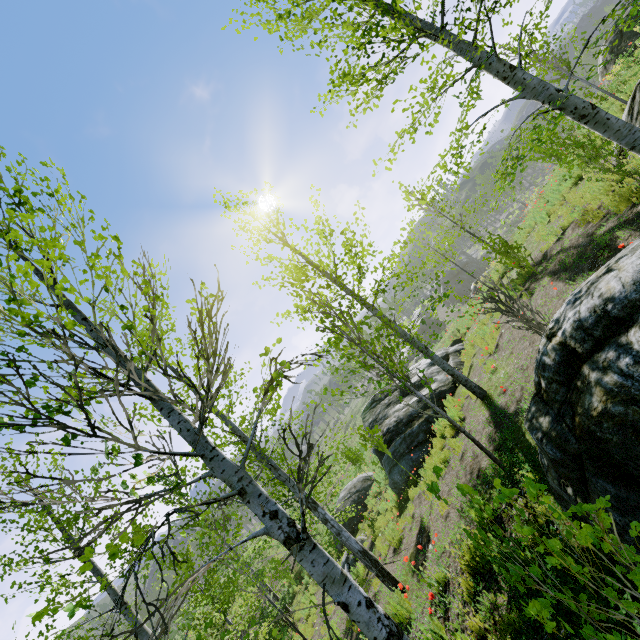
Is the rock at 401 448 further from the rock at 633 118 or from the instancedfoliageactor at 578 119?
the rock at 633 118

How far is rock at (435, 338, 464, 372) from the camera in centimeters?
1300cm

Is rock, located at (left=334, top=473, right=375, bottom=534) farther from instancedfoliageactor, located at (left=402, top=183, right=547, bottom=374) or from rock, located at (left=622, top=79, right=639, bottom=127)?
rock, located at (left=622, top=79, right=639, bottom=127)

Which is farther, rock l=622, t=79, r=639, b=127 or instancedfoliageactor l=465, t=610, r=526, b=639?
rock l=622, t=79, r=639, b=127

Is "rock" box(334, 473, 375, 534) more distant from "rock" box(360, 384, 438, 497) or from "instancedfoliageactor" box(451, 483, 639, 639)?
"instancedfoliageactor" box(451, 483, 639, 639)

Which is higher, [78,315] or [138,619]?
[78,315]

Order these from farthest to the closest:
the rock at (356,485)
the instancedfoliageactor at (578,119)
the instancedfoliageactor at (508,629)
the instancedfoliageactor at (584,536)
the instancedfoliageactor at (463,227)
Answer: the rock at (356,485)
the instancedfoliageactor at (463,227)
the instancedfoliageactor at (578,119)
the instancedfoliageactor at (508,629)
the instancedfoliageactor at (584,536)

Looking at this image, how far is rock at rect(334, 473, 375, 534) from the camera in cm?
1642
